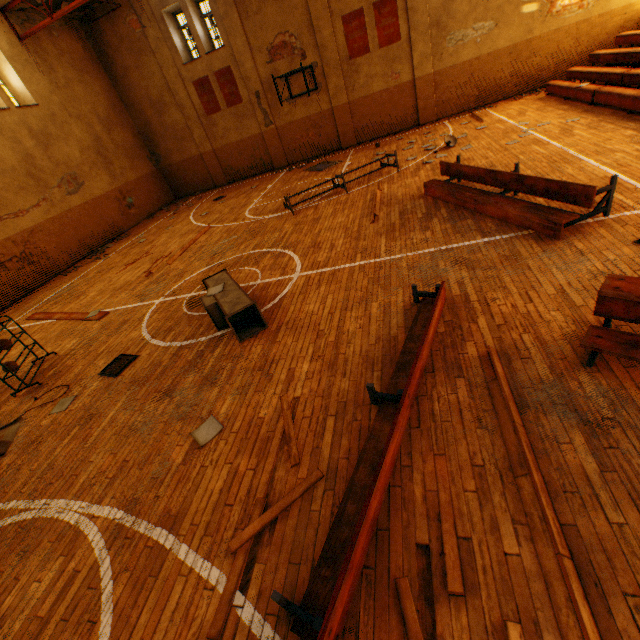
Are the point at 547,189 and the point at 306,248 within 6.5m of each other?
yes

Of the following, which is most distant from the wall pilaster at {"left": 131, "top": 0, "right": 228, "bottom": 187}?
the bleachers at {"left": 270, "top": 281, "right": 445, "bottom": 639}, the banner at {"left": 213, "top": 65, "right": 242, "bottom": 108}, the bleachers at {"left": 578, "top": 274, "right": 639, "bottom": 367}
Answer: the bleachers at {"left": 578, "top": 274, "right": 639, "bottom": 367}

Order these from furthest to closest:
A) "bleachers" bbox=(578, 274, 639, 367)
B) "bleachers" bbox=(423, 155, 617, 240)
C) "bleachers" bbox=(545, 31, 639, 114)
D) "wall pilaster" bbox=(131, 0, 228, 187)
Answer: "wall pilaster" bbox=(131, 0, 228, 187), "bleachers" bbox=(545, 31, 639, 114), "bleachers" bbox=(423, 155, 617, 240), "bleachers" bbox=(578, 274, 639, 367)

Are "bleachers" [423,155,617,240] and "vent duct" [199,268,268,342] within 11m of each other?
yes

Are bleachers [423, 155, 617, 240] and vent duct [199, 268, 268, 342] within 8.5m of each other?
yes

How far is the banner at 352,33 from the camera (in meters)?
13.97

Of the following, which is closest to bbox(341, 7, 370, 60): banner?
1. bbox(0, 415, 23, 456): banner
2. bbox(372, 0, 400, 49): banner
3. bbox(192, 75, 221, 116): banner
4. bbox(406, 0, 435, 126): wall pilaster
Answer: bbox(372, 0, 400, 49): banner

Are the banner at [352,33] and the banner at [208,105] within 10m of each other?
yes
